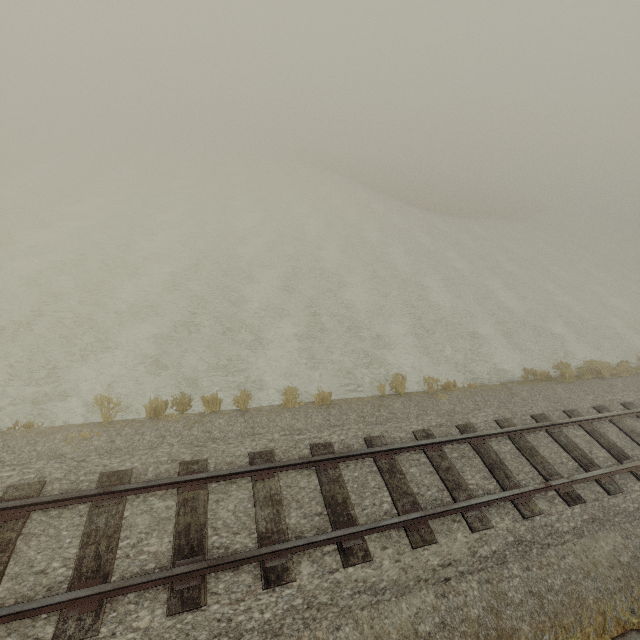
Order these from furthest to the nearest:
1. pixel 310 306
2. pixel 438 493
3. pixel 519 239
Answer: pixel 519 239
pixel 310 306
pixel 438 493
